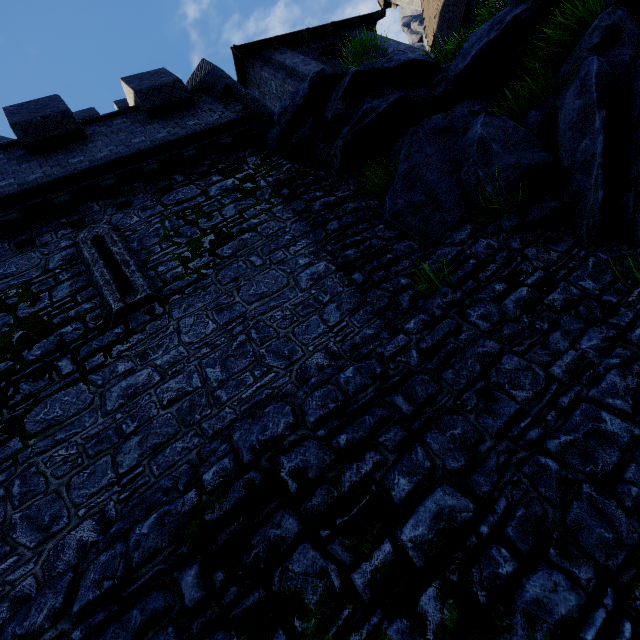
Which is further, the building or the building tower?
the building

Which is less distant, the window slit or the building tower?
the building tower

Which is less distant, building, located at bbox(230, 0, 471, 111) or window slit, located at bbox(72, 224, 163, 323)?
window slit, located at bbox(72, 224, 163, 323)

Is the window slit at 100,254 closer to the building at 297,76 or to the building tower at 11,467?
the building tower at 11,467

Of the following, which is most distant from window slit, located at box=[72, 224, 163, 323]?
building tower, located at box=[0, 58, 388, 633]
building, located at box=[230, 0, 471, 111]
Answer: building, located at box=[230, 0, 471, 111]

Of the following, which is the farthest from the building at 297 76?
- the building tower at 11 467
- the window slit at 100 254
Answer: the window slit at 100 254

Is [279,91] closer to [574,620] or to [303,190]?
[303,190]

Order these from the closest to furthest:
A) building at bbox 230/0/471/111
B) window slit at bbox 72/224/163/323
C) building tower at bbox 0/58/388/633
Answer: building tower at bbox 0/58/388/633, window slit at bbox 72/224/163/323, building at bbox 230/0/471/111
